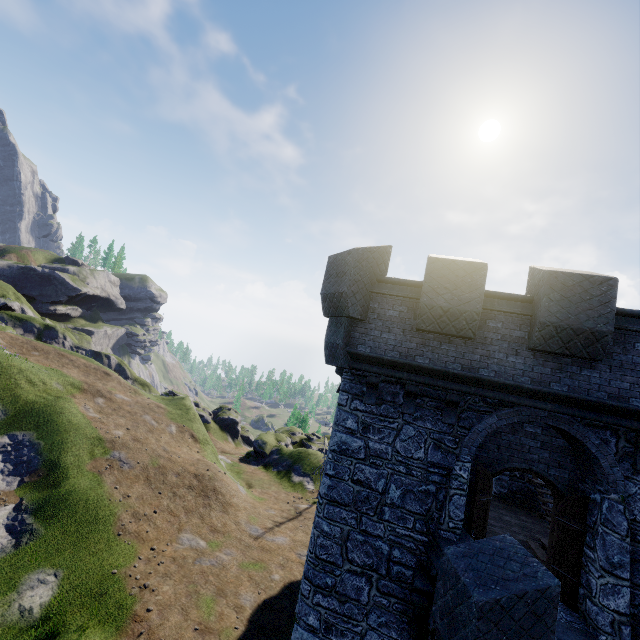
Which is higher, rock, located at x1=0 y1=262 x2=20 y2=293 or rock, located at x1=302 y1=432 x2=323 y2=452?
rock, located at x1=0 y1=262 x2=20 y2=293

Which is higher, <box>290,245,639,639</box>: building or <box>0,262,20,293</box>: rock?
<box>0,262,20,293</box>: rock

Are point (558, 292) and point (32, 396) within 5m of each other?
no

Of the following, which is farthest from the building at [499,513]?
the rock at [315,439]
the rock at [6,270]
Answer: the rock at [6,270]

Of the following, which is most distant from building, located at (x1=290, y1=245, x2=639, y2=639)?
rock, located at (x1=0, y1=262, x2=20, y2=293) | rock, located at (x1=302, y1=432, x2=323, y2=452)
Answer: rock, located at (x1=0, y1=262, x2=20, y2=293)
